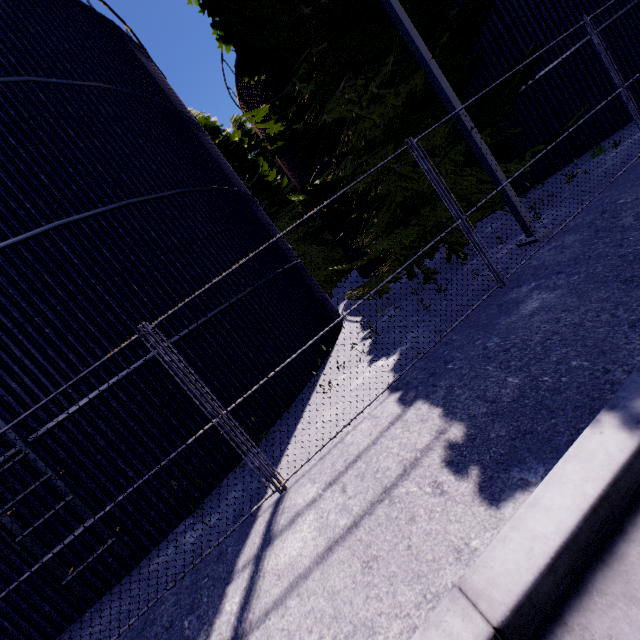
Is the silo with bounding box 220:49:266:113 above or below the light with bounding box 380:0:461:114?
above

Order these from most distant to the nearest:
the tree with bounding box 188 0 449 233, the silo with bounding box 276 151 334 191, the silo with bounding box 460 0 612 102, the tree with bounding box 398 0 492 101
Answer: the silo with bounding box 276 151 334 191, the silo with bounding box 460 0 612 102, the tree with bounding box 188 0 449 233, the tree with bounding box 398 0 492 101

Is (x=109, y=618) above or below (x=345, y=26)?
below

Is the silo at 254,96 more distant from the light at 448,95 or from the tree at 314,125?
the light at 448,95

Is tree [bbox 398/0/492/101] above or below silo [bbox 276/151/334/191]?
below

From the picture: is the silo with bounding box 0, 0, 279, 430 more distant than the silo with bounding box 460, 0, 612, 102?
No

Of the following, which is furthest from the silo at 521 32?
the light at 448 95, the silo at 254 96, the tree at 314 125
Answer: the light at 448 95

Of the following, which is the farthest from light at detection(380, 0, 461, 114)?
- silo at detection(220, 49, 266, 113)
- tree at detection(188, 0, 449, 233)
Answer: silo at detection(220, 49, 266, 113)
